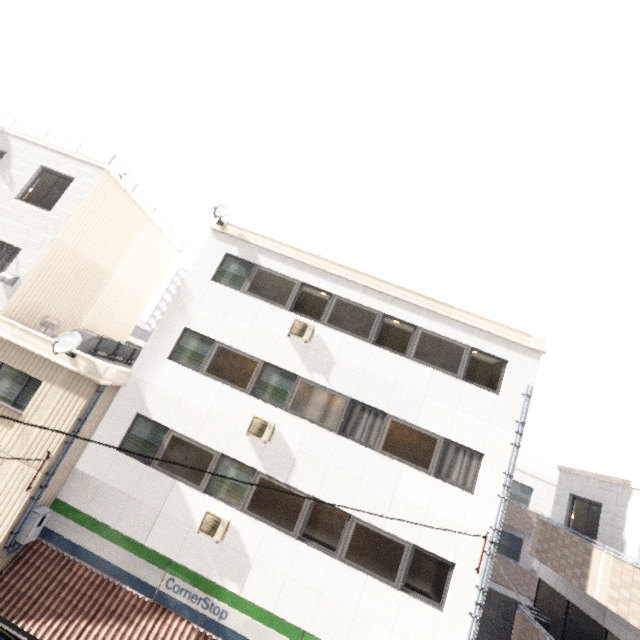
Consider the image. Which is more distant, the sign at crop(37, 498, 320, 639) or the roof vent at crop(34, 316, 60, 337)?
the roof vent at crop(34, 316, 60, 337)

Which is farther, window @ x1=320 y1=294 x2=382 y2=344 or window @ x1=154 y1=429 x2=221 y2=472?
window @ x1=320 y1=294 x2=382 y2=344

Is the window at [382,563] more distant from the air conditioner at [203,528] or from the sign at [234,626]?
the air conditioner at [203,528]

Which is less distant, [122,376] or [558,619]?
[122,376]

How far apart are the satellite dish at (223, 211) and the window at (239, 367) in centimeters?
432cm

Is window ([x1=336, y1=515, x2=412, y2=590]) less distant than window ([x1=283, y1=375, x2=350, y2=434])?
Yes

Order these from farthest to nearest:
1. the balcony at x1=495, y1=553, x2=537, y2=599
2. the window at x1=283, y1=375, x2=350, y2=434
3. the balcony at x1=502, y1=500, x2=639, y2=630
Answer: the balcony at x1=495, y1=553, x2=537, y2=599
the window at x1=283, y1=375, x2=350, y2=434
the balcony at x1=502, y1=500, x2=639, y2=630

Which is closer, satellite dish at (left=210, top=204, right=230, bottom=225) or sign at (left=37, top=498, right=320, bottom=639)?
sign at (left=37, top=498, right=320, bottom=639)
